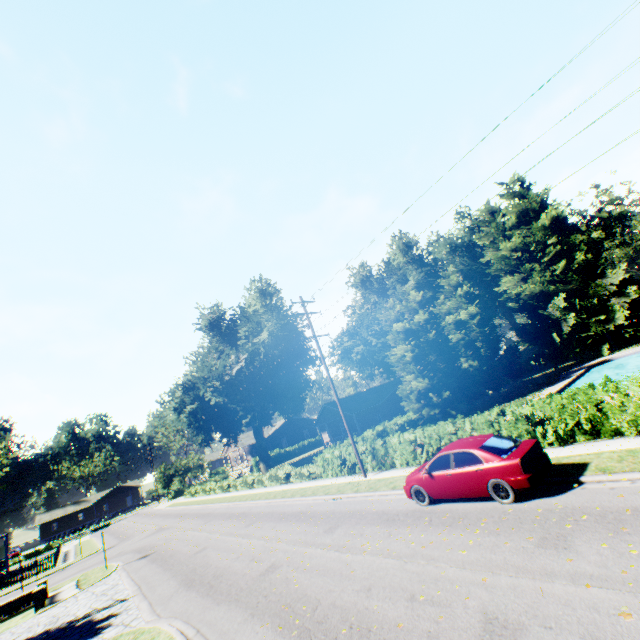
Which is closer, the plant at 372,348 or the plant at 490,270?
the plant at 490,270

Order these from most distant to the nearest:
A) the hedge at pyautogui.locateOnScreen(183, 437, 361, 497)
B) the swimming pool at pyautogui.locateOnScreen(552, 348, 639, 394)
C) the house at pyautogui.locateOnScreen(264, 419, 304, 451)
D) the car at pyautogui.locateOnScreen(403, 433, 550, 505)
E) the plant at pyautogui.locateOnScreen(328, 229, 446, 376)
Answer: the house at pyautogui.locateOnScreen(264, 419, 304, 451) < the plant at pyautogui.locateOnScreen(328, 229, 446, 376) < the swimming pool at pyautogui.locateOnScreen(552, 348, 639, 394) < the hedge at pyautogui.locateOnScreen(183, 437, 361, 497) < the car at pyautogui.locateOnScreen(403, 433, 550, 505)

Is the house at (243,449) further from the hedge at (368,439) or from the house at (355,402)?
the hedge at (368,439)

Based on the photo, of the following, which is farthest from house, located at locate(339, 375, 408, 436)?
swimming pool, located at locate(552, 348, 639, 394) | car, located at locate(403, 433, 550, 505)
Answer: car, located at locate(403, 433, 550, 505)

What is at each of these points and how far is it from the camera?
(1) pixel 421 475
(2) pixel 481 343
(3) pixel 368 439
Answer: (1) car, 11.20m
(2) tree, 39.56m
(3) hedge, 25.80m

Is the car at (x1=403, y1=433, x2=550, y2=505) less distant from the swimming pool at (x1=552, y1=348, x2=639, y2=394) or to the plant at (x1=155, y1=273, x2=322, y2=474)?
the swimming pool at (x1=552, y1=348, x2=639, y2=394)

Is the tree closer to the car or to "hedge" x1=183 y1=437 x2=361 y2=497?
"hedge" x1=183 y1=437 x2=361 y2=497

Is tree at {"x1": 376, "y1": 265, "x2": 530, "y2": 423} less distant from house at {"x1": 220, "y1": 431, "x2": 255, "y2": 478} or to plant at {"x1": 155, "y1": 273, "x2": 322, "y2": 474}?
plant at {"x1": 155, "y1": 273, "x2": 322, "y2": 474}
